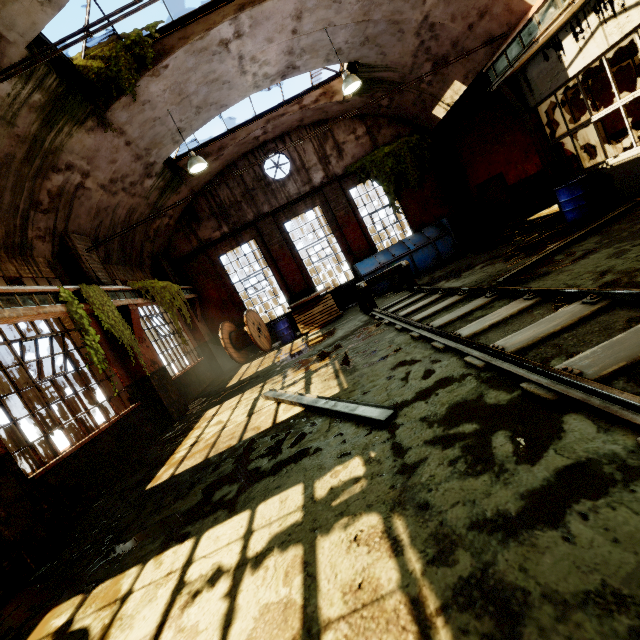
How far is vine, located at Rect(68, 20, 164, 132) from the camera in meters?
6.9

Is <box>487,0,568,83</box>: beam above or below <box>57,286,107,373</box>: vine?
above

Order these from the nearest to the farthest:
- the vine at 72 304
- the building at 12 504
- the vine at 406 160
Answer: the building at 12 504
the vine at 72 304
the vine at 406 160

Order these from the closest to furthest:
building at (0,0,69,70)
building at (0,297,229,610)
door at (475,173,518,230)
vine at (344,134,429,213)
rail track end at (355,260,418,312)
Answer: building at (0,297,229,610) → building at (0,0,69,70) → rail track end at (355,260,418,312) → vine at (344,134,429,213) → door at (475,173,518,230)

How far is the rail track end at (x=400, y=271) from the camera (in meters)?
9.45

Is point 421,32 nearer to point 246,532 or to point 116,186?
point 116,186

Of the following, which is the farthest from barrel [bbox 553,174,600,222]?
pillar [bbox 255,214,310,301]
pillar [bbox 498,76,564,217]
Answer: pillar [bbox 255,214,310,301]

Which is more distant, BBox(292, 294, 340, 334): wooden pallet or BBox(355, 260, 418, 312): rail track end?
BBox(292, 294, 340, 334): wooden pallet
